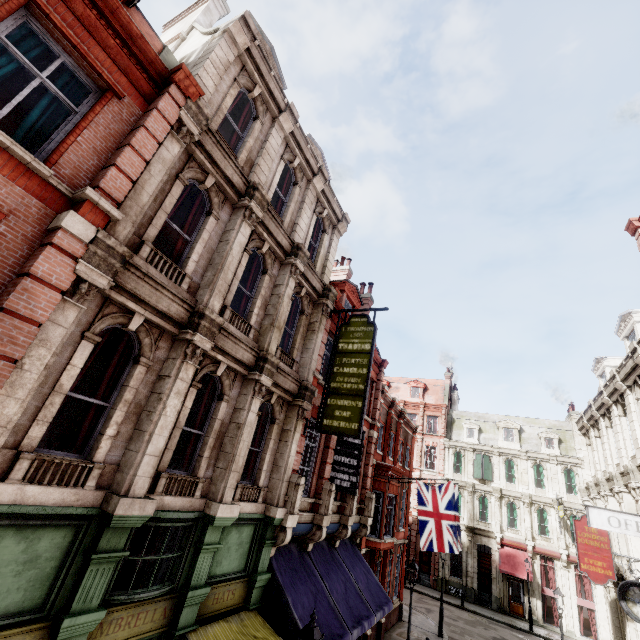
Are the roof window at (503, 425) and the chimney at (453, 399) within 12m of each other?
yes

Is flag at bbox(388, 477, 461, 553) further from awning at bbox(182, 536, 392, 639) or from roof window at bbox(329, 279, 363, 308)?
roof window at bbox(329, 279, 363, 308)

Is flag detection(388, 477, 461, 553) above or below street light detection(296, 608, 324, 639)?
above

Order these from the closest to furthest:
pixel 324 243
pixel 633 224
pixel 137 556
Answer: pixel 137 556 → pixel 633 224 → pixel 324 243

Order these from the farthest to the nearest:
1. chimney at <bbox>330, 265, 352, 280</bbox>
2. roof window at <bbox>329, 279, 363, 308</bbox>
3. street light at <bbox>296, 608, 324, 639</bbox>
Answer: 1. chimney at <bbox>330, 265, 352, 280</bbox>
2. roof window at <bbox>329, 279, 363, 308</bbox>
3. street light at <bbox>296, 608, 324, 639</bbox>

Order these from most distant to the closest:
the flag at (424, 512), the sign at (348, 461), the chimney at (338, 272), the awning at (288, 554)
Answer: the chimney at (338, 272)
the flag at (424, 512)
the sign at (348, 461)
the awning at (288, 554)

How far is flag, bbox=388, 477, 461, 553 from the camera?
15.5m

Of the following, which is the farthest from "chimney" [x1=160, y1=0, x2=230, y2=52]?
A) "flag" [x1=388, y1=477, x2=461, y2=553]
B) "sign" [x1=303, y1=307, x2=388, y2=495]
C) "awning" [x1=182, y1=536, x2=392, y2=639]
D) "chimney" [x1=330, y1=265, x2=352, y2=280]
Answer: "flag" [x1=388, y1=477, x2=461, y2=553]
